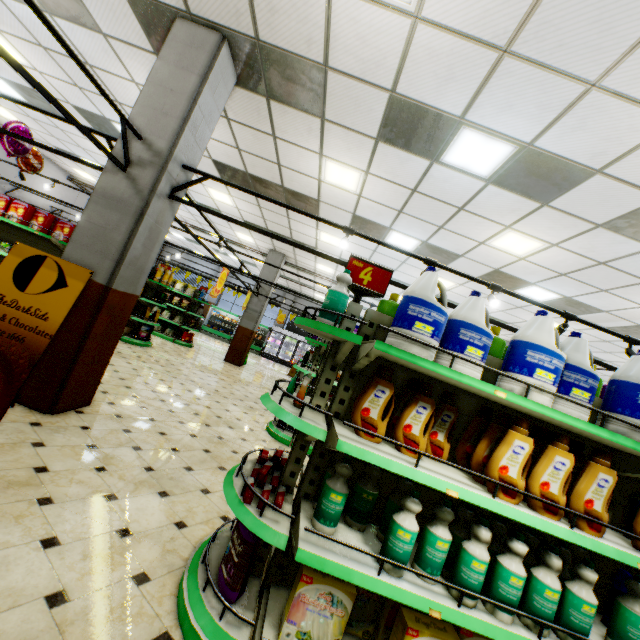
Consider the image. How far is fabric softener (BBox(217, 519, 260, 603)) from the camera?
1.91m

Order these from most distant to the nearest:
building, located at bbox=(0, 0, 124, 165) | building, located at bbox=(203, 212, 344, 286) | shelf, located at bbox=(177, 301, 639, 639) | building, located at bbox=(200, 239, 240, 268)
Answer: building, located at bbox=(200, 239, 240, 268) < building, located at bbox=(203, 212, 344, 286) < building, located at bbox=(0, 0, 124, 165) < shelf, located at bbox=(177, 301, 639, 639)

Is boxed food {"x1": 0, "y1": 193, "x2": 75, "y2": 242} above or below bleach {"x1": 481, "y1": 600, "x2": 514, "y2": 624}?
above

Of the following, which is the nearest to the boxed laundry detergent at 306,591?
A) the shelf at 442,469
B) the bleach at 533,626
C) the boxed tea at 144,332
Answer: the shelf at 442,469

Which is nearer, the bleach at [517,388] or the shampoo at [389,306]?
the bleach at [517,388]

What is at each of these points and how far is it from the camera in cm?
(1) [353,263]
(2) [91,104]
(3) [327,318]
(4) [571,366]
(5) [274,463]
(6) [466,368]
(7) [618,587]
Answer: (1) sign, 238
(2) building, 711
(3) bleach, 220
(4) bleach, 207
(5) toothpaste, 246
(6) bleach, 200
(7) toilet cleaner, 215

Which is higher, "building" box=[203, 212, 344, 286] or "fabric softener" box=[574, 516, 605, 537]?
"building" box=[203, 212, 344, 286]

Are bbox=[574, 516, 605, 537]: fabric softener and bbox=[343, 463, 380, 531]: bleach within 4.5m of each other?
yes
